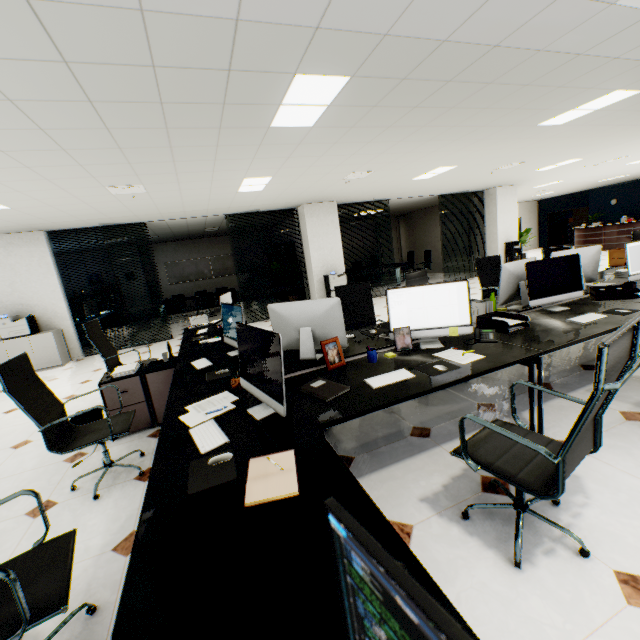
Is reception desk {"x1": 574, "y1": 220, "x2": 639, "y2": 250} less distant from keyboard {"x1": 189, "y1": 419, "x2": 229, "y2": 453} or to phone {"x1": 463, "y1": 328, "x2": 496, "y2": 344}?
phone {"x1": 463, "y1": 328, "x2": 496, "y2": 344}

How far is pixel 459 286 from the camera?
2.6m

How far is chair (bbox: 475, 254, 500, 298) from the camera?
5.4 meters

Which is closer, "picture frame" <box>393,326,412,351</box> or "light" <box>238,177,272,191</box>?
"picture frame" <box>393,326,412,351</box>

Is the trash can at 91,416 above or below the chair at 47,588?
below

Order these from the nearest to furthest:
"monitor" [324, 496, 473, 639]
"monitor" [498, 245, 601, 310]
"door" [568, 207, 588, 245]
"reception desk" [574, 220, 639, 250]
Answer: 1. "monitor" [324, 496, 473, 639]
2. "monitor" [498, 245, 601, 310]
3. "reception desk" [574, 220, 639, 250]
4. "door" [568, 207, 588, 245]

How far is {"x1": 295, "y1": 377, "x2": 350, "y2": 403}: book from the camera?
1.96m

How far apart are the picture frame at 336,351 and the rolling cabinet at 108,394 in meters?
1.9 m
